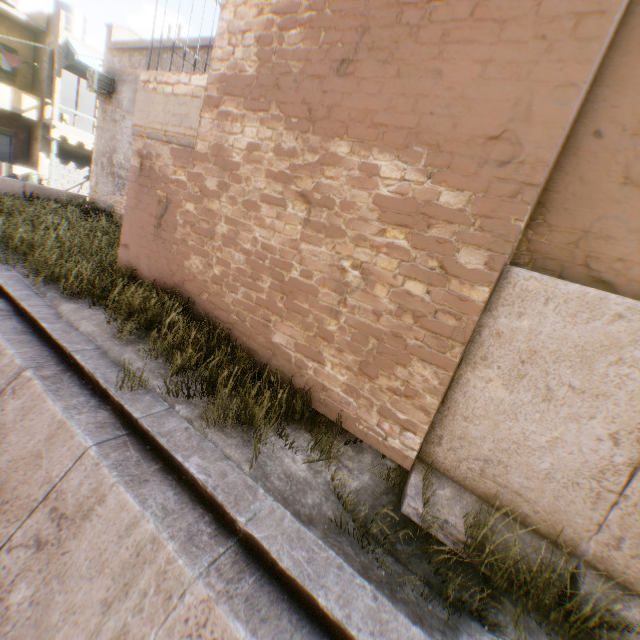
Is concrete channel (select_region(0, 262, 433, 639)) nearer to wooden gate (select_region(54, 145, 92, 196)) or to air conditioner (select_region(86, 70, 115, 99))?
air conditioner (select_region(86, 70, 115, 99))

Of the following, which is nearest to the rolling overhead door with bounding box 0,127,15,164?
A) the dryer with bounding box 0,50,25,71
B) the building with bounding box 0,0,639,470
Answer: the building with bounding box 0,0,639,470

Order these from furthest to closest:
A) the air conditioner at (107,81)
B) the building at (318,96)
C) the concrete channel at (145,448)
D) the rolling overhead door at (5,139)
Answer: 1. the rolling overhead door at (5,139)
2. the air conditioner at (107,81)
3. the building at (318,96)
4. the concrete channel at (145,448)

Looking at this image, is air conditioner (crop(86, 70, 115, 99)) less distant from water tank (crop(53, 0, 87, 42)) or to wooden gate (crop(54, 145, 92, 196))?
wooden gate (crop(54, 145, 92, 196))

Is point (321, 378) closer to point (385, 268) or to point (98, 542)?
point (385, 268)

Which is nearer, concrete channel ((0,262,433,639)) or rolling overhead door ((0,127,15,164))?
concrete channel ((0,262,433,639))

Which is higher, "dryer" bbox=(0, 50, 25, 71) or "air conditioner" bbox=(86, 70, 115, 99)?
"dryer" bbox=(0, 50, 25, 71)

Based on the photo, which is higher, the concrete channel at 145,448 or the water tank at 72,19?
the water tank at 72,19
